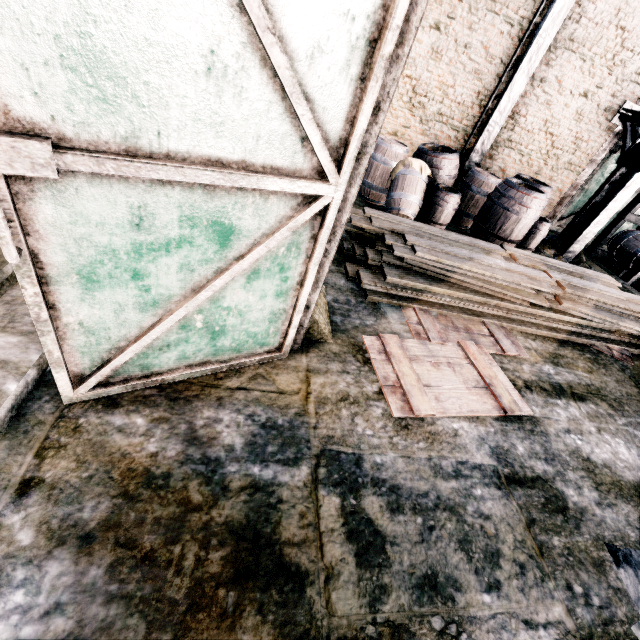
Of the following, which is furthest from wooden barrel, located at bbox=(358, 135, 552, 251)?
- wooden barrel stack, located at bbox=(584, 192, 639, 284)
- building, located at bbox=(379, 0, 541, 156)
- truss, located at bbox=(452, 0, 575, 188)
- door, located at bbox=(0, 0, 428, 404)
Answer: building, located at bbox=(379, 0, 541, 156)

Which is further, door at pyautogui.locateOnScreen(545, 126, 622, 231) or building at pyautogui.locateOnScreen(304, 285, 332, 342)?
door at pyautogui.locateOnScreen(545, 126, 622, 231)

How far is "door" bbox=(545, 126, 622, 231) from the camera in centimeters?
933cm

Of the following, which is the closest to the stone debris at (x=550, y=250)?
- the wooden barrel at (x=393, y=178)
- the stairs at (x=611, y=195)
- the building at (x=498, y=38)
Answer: the stairs at (x=611, y=195)

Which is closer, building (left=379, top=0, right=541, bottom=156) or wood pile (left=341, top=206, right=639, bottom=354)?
wood pile (left=341, top=206, right=639, bottom=354)

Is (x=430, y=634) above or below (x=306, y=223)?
below

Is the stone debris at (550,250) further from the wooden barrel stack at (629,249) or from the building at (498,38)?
the building at (498,38)

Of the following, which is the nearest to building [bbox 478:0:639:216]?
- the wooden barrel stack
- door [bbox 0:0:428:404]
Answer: door [bbox 0:0:428:404]
